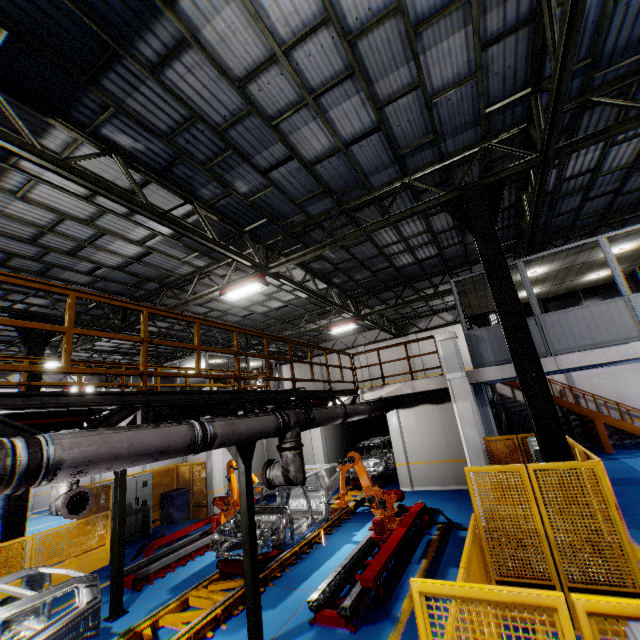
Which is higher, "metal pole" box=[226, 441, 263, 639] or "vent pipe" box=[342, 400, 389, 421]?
"vent pipe" box=[342, 400, 389, 421]

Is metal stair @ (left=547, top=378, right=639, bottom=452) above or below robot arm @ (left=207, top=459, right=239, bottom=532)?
above

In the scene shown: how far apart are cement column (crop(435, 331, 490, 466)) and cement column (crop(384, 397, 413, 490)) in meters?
4.4

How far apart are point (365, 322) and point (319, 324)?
4.28m

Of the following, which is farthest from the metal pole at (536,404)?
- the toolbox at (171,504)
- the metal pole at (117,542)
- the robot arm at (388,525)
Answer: the toolbox at (171,504)

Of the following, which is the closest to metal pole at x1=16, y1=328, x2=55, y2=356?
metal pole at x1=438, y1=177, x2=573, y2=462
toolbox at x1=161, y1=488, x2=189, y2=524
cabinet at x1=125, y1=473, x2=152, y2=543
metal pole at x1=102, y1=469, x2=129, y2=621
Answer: cabinet at x1=125, y1=473, x2=152, y2=543

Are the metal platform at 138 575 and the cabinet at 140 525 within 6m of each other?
yes

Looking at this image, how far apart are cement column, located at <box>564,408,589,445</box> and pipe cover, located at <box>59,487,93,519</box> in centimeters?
2142cm
